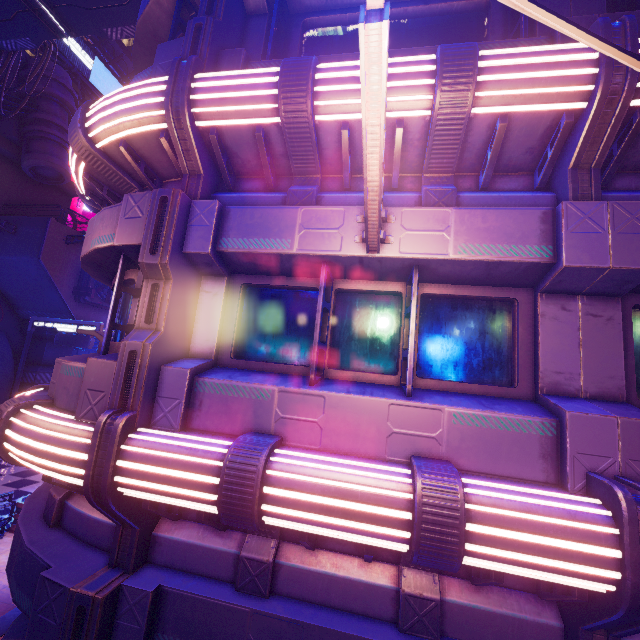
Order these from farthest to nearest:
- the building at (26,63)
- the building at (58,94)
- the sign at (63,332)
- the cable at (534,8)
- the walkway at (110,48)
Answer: the walkway at (110,48)
the building at (26,63)
the building at (58,94)
the sign at (63,332)
the cable at (534,8)

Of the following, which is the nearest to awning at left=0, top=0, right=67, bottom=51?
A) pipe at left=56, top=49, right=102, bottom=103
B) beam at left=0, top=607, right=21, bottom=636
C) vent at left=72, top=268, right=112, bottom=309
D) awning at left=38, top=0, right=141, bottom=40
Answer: awning at left=38, top=0, right=141, bottom=40

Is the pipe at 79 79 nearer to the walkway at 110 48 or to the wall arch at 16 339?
the walkway at 110 48

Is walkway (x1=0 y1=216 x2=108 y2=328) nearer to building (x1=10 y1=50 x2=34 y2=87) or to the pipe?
building (x1=10 y1=50 x2=34 y2=87)

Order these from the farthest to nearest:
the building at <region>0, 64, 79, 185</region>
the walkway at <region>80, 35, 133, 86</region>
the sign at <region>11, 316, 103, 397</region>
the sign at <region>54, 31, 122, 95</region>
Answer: the walkway at <region>80, 35, 133, 86</region> < the sign at <region>54, 31, 122, 95</region> < the building at <region>0, 64, 79, 185</region> < the sign at <region>11, 316, 103, 397</region>

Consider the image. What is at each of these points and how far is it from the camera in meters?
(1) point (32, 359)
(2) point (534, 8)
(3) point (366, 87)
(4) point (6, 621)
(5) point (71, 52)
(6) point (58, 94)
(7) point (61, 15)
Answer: (1) pillar, 23.0 m
(2) cable, 1.5 m
(3) street light, 2.2 m
(4) beam, 6.4 m
(5) sign, 39.1 m
(6) building, 22.3 m
(7) awning, 10.0 m

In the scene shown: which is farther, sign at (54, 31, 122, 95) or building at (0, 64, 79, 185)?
sign at (54, 31, 122, 95)

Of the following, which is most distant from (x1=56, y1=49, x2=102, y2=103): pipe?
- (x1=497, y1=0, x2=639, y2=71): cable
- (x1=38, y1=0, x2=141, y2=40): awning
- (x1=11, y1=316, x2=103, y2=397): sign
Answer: (x1=38, y1=0, x2=141, y2=40): awning
